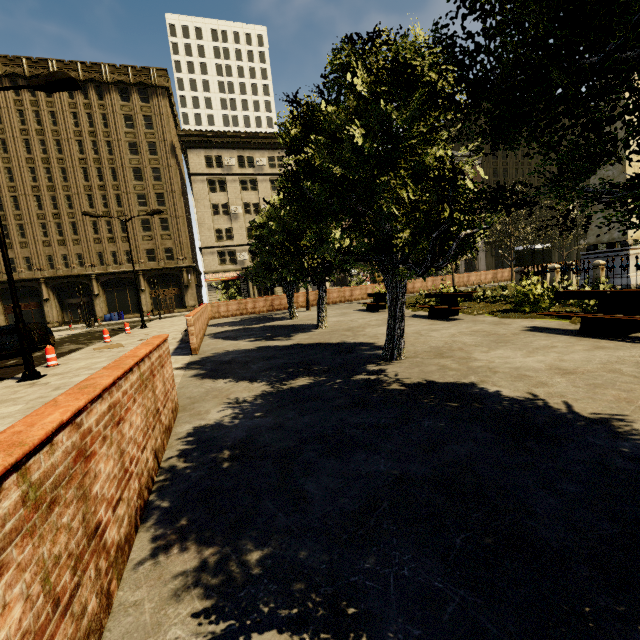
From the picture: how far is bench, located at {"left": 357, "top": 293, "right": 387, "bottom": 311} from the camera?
16.8m

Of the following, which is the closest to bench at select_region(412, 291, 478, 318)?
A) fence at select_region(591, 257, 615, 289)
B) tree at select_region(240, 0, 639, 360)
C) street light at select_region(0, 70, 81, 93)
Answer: tree at select_region(240, 0, 639, 360)

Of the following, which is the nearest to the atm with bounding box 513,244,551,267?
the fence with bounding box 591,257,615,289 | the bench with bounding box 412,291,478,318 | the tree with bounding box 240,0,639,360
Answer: the tree with bounding box 240,0,639,360

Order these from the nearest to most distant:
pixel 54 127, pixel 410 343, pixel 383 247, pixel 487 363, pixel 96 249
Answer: pixel 487 363, pixel 383 247, pixel 410 343, pixel 54 127, pixel 96 249

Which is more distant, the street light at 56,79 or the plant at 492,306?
the plant at 492,306

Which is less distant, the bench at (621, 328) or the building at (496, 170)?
the bench at (621, 328)

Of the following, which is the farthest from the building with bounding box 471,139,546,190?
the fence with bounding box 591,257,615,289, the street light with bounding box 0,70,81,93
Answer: the fence with bounding box 591,257,615,289

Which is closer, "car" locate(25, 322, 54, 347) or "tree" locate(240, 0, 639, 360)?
"tree" locate(240, 0, 639, 360)
